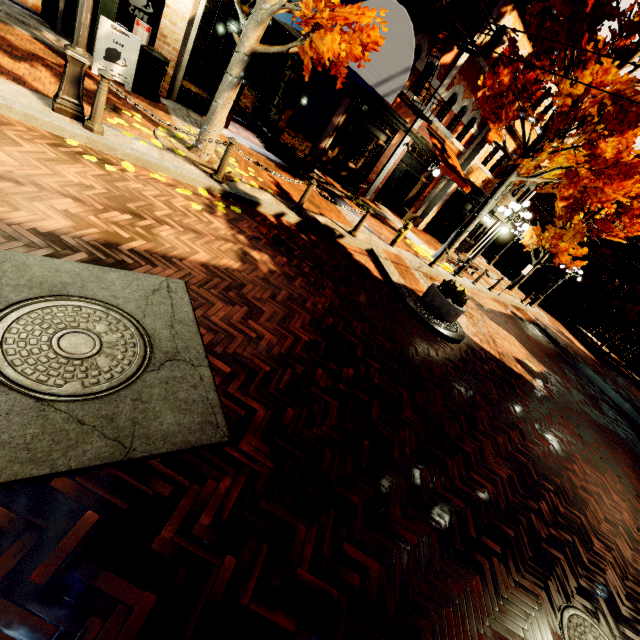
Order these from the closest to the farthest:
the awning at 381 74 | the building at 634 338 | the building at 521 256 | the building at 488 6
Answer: the awning at 381 74
the building at 488 6
the building at 634 338
the building at 521 256

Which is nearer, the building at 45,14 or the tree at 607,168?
the building at 45,14

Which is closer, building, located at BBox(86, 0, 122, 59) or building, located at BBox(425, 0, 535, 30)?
building, located at BBox(86, 0, 122, 59)

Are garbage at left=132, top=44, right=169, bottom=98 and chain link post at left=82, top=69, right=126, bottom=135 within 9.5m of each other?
yes

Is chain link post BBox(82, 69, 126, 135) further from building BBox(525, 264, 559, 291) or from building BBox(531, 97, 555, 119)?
building BBox(525, 264, 559, 291)

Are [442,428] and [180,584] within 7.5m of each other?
yes

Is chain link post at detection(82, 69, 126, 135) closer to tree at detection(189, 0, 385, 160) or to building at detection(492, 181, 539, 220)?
tree at detection(189, 0, 385, 160)

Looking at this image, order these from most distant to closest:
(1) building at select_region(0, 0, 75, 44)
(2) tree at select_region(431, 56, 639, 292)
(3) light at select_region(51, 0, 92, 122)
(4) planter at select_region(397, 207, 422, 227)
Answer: (4) planter at select_region(397, 207, 422, 227)
(2) tree at select_region(431, 56, 639, 292)
(1) building at select_region(0, 0, 75, 44)
(3) light at select_region(51, 0, 92, 122)
